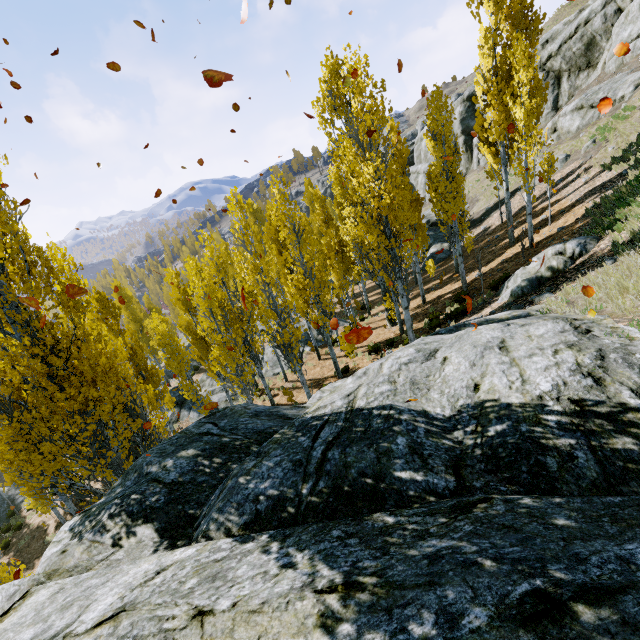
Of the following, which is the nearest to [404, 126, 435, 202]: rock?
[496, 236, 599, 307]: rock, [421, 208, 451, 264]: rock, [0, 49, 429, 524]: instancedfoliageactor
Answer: [0, 49, 429, 524]: instancedfoliageactor

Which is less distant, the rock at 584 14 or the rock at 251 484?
the rock at 251 484

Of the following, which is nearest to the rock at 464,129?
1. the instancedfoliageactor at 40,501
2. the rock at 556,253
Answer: the instancedfoliageactor at 40,501

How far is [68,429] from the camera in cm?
932

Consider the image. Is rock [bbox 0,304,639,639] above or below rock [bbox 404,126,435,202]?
below

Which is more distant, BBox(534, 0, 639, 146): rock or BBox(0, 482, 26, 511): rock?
BBox(0, 482, 26, 511): rock

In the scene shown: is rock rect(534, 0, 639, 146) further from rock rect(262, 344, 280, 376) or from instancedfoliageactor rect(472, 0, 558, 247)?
rock rect(262, 344, 280, 376)

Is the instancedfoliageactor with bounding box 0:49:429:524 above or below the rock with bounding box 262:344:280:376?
above
